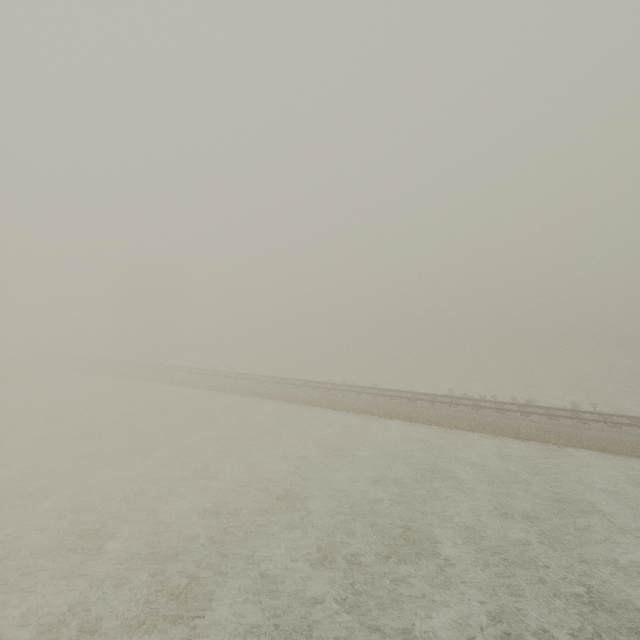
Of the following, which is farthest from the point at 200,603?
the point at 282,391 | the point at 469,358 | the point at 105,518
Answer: the point at 469,358
